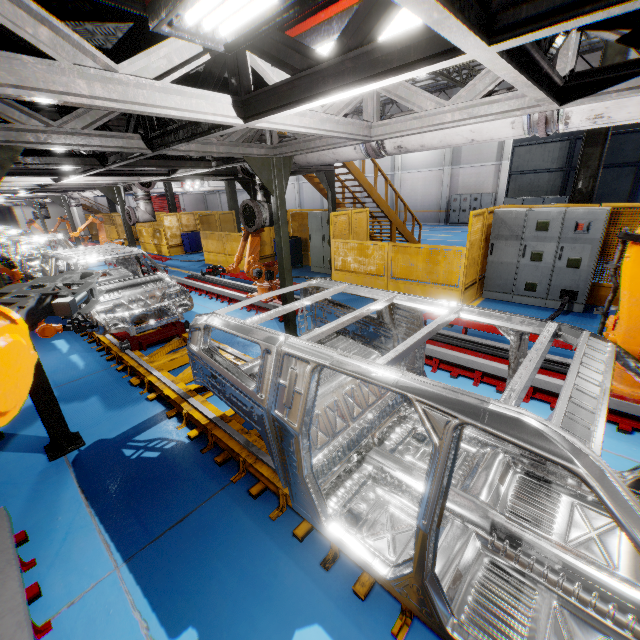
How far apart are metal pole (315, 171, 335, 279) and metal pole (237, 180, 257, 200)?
2.9 meters

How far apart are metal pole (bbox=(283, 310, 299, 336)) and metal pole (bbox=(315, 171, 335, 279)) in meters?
4.0

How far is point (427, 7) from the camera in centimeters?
116cm

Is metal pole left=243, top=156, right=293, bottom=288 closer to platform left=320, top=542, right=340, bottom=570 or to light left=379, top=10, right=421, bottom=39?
platform left=320, top=542, right=340, bottom=570

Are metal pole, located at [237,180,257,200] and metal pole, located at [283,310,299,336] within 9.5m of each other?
yes

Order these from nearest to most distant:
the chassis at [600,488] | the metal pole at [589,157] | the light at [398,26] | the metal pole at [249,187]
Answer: the chassis at [600,488], the light at [398,26], the metal pole at [589,157], the metal pole at [249,187]

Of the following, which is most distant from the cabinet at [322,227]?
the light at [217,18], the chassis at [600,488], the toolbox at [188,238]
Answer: the toolbox at [188,238]

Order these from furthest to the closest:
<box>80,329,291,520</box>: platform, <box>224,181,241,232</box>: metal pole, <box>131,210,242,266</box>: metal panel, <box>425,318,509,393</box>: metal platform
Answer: <box>224,181,241,232</box>: metal pole
<box>131,210,242,266</box>: metal panel
<box>425,318,509,393</box>: metal platform
<box>80,329,291,520</box>: platform
